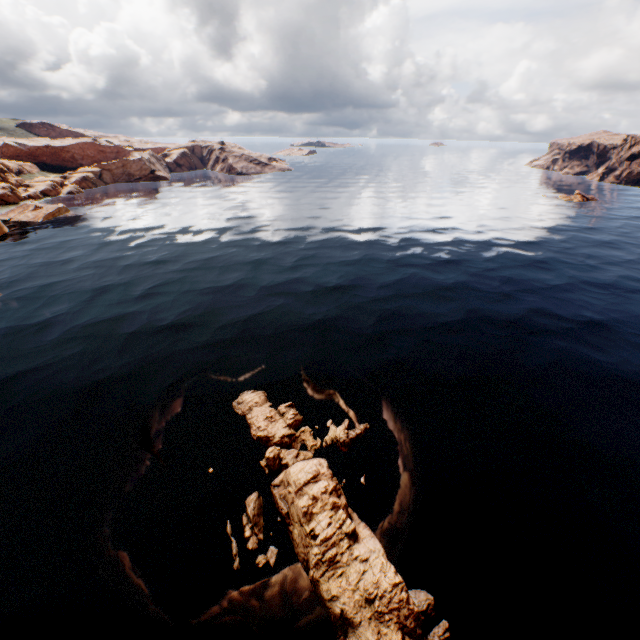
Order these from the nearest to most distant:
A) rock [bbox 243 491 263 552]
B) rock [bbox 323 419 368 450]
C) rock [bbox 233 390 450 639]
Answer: rock [bbox 233 390 450 639]
rock [bbox 243 491 263 552]
rock [bbox 323 419 368 450]

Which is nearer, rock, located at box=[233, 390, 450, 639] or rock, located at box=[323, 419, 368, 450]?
rock, located at box=[233, 390, 450, 639]

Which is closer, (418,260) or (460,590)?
(460,590)

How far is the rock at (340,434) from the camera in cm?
2040

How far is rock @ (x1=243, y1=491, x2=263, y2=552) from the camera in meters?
15.7
